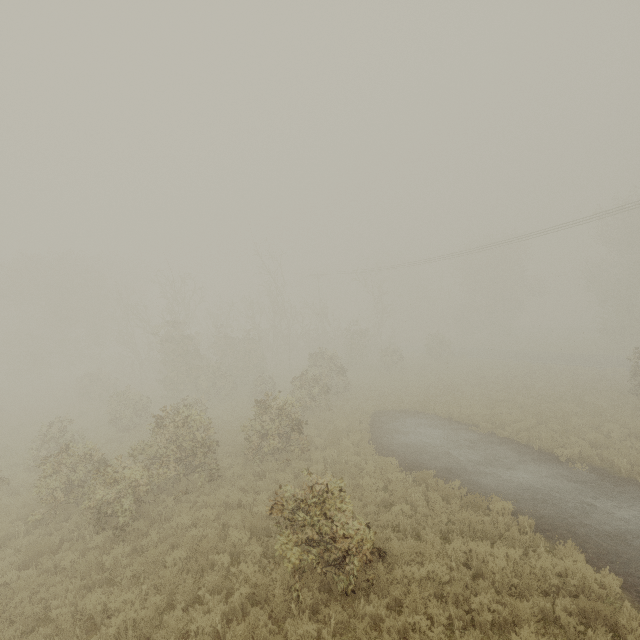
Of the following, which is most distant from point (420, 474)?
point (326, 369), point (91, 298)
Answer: point (91, 298)

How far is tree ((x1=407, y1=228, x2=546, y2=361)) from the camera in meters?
44.7

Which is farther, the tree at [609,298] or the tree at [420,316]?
the tree at [420,316]

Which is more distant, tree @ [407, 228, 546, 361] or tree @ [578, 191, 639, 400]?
tree @ [407, 228, 546, 361]

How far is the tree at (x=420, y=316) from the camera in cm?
4469
